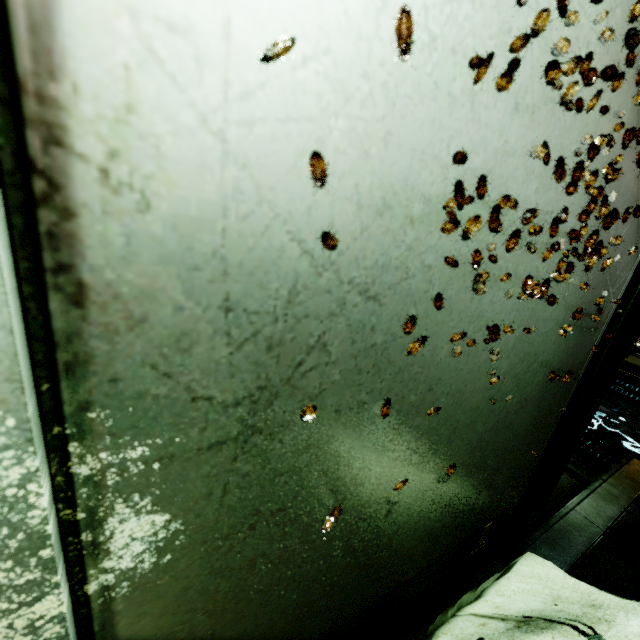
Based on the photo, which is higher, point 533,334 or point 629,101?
point 629,101
